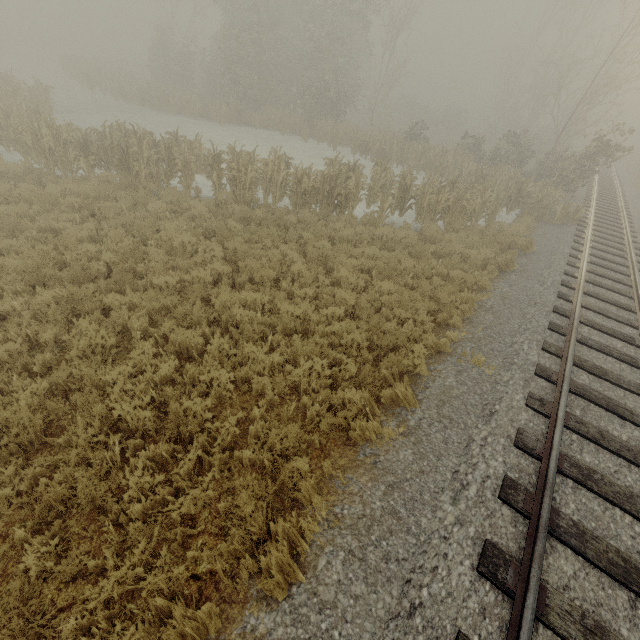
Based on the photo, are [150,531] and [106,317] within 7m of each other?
yes
